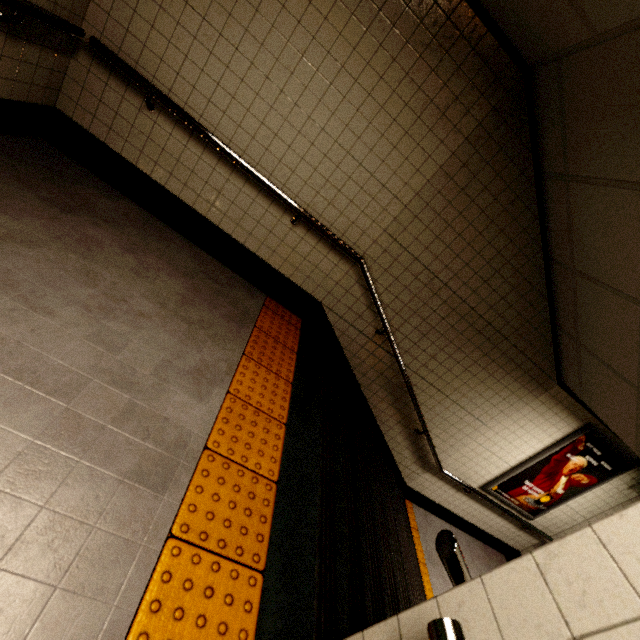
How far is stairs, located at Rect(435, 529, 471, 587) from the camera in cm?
89

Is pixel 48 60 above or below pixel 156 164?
above

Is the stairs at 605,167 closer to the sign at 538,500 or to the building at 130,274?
the building at 130,274

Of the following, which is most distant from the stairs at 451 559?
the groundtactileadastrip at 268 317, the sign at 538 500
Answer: the sign at 538 500

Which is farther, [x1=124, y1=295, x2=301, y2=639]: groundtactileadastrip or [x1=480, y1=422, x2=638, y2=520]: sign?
[x1=480, y1=422, x2=638, y2=520]: sign

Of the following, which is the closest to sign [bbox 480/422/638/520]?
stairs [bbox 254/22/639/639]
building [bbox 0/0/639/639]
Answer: stairs [bbox 254/22/639/639]

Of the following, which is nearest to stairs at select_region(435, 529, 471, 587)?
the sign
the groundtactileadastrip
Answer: the groundtactileadastrip

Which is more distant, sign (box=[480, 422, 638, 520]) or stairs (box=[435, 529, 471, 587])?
sign (box=[480, 422, 638, 520])
